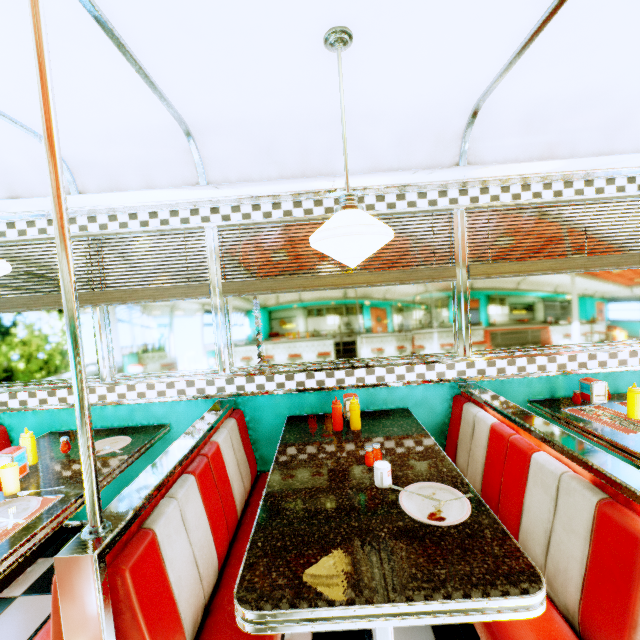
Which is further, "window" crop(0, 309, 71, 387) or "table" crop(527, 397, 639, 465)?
"window" crop(0, 309, 71, 387)

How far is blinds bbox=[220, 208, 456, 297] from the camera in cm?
256

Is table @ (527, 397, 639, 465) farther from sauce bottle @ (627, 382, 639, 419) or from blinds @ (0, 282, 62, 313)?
blinds @ (0, 282, 62, 313)

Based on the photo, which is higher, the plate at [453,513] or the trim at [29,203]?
the trim at [29,203]

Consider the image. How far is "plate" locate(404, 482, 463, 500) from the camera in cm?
146

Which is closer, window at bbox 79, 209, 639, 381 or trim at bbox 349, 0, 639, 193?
trim at bbox 349, 0, 639, 193

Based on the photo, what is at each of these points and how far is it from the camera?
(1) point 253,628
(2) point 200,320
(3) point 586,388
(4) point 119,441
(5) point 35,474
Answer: (1) table, 0.98m
(2) window, 2.68m
(3) napkin holder, 2.49m
(4) plate, 2.36m
(5) table, 1.96m

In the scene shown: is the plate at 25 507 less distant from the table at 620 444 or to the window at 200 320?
the window at 200 320
